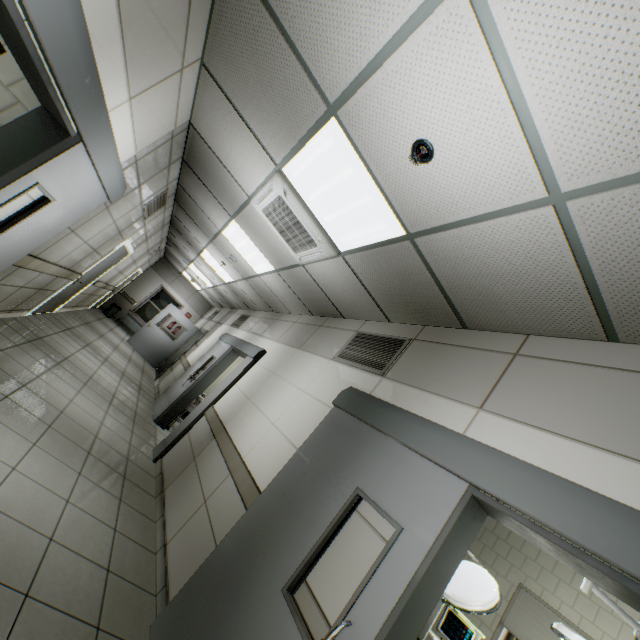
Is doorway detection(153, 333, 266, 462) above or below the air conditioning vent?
below

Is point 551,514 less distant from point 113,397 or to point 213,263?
point 113,397

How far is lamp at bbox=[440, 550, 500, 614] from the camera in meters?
3.0

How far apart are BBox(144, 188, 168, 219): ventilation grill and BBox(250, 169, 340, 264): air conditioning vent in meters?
2.3

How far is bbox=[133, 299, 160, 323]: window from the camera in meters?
13.9 m

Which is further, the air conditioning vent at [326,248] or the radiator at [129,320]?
the radiator at [129,320]

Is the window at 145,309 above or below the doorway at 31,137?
below

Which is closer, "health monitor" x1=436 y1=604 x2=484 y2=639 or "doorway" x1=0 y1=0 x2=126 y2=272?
"doorway" x1=0 y1=0 x2=126 y2=272
